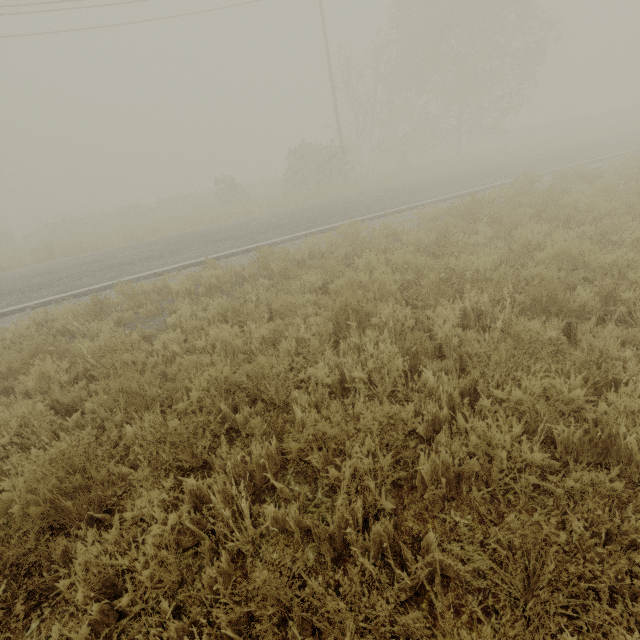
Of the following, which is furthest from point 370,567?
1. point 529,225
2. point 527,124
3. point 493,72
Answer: point 527,124
